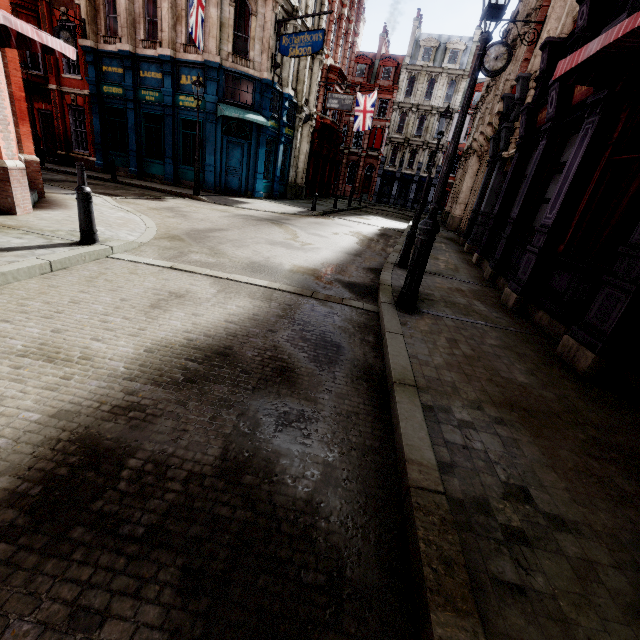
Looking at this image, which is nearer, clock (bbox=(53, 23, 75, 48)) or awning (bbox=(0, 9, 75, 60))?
awning (bbox=(0, 9, 75, 60))

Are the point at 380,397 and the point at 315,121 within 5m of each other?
no

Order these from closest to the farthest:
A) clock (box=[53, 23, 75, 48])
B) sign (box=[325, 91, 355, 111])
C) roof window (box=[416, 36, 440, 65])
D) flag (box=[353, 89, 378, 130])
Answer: clock (box=[53, 23, 75, 48])
sign (box=[325, 91, 355, 111])
flag (box=[353, 89, 378, 130])
roof window (box=[416, 36, 440, 65])

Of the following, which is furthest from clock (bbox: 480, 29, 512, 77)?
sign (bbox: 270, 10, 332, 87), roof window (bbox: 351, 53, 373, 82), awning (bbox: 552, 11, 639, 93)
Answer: roof window (bbox: 351, 53, 373, 82)

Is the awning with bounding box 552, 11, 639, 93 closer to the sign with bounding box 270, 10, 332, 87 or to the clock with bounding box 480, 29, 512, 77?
the clock with bounding box 480, 29, 512, 77

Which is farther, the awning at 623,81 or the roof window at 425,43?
the roof window at 425,43

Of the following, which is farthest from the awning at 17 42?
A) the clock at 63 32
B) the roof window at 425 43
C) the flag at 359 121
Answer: the roof window at 425 43

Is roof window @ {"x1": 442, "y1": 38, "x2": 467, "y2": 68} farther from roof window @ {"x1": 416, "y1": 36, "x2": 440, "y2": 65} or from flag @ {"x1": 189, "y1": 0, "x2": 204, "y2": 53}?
flag @ {"x1": 189, "y1": 0, "x2": 204, "y2": 53}
